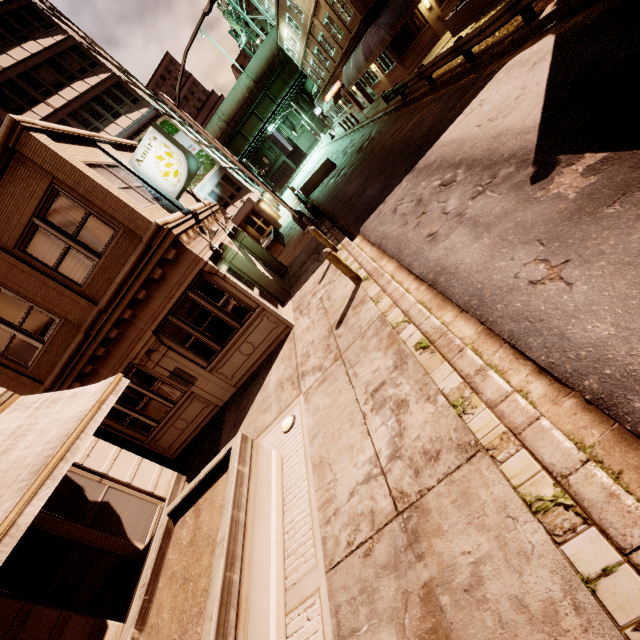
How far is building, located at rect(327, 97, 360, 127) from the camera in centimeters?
3622cm

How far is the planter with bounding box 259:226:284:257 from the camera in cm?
2041

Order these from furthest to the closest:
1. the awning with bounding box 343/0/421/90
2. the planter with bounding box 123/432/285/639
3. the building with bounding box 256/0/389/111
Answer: the building with bounding box 256/0/389/111, the awning with bounding box 343/0/421/90, the planter with bounding box 123/432/285/639

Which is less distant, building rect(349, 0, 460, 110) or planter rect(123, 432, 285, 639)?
planter rect(123, 432, 285, 639)

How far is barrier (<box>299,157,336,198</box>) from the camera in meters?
25.5 m

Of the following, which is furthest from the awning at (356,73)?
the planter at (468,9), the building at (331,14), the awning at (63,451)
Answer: the awning at (63,451)

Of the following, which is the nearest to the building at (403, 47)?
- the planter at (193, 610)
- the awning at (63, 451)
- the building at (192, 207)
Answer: the building at (192, 207)

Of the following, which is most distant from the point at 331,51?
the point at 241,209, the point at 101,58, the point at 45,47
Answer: the point at 45,47
